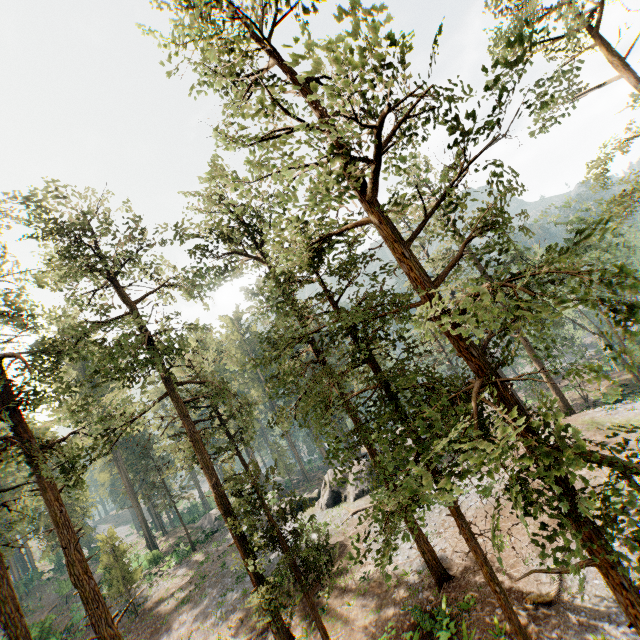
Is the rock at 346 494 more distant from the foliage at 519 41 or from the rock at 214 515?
the foliage at 519 41

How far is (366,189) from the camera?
8.0 meters

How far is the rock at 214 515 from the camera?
41.8 meters

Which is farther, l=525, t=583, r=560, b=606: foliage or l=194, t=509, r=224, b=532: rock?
l=194, t=509, r=224, b=532: rock

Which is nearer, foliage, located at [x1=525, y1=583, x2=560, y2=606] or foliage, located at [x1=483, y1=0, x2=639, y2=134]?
foliage, located at [x1=483, y1=0, x2=639, y2=134]

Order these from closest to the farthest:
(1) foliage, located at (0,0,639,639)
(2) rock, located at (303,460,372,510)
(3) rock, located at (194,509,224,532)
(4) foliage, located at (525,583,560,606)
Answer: (1) foliage, located at (0,0,639,639), (4) foliage, located at (525,583,560,606), (2) rock, located at (303,460,372,510), (3) rock, located at (194,509,224,532)

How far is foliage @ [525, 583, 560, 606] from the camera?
12.8 meters

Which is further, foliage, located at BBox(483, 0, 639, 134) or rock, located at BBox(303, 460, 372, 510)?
rock, located at BBox(303, 460, 372, 510)
